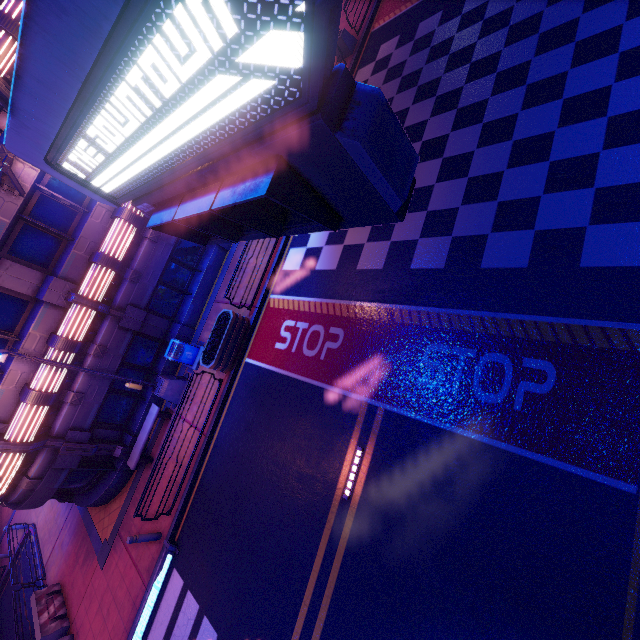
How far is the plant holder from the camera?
11.5m

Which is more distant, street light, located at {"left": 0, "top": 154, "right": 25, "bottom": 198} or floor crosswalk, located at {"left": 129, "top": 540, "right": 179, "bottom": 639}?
floor crosswalk, located at {"left": 129, "top": 540, "right": 179, "bottom": 639}

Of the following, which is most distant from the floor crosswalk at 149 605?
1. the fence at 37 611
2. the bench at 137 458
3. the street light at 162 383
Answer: the street light at 162 383

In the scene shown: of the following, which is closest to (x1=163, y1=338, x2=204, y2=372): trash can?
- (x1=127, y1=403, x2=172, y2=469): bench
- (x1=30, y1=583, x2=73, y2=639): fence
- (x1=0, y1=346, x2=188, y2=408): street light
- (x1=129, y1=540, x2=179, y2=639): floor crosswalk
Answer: (x1=0, y1=346, x2=188, y2=408): street light

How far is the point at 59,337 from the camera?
10.66m

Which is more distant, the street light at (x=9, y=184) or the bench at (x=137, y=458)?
the bench at (x=137, y=458)

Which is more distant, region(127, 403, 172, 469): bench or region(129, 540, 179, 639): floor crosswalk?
region(127, 403, 172, 469): bench

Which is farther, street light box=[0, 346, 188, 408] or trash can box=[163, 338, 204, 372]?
trash can box=[163, 338, 204, 372]
